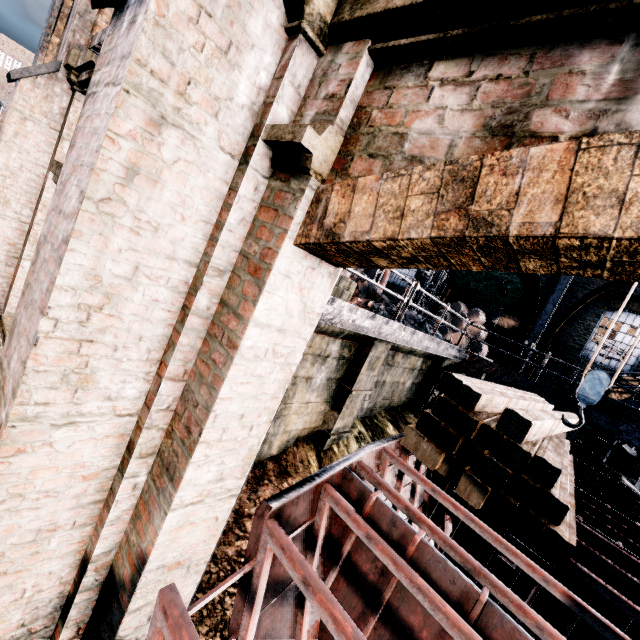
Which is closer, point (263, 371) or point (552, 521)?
point (263, 371)

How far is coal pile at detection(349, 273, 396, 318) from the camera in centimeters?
884cm

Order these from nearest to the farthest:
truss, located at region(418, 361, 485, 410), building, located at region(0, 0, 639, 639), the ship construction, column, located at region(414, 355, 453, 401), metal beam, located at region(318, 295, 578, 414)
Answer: building, located at region(0, 0, 639, 639) → the ship construction → metal beam, located at region(318, 295, 578, 414) → truss, located at region(418, 361, 485, 410) → column, located at region(414, 355, 453, 401)

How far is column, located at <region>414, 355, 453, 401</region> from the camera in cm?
1375

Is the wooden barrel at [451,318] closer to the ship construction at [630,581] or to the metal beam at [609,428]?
the metal beam at [609,428]

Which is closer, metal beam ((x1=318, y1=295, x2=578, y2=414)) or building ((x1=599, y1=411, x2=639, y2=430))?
metal beam ((x1=318, y1=295, x2=578, y2=414))

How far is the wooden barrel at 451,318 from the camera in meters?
17.8 m

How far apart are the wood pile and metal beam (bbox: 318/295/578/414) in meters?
1.9
